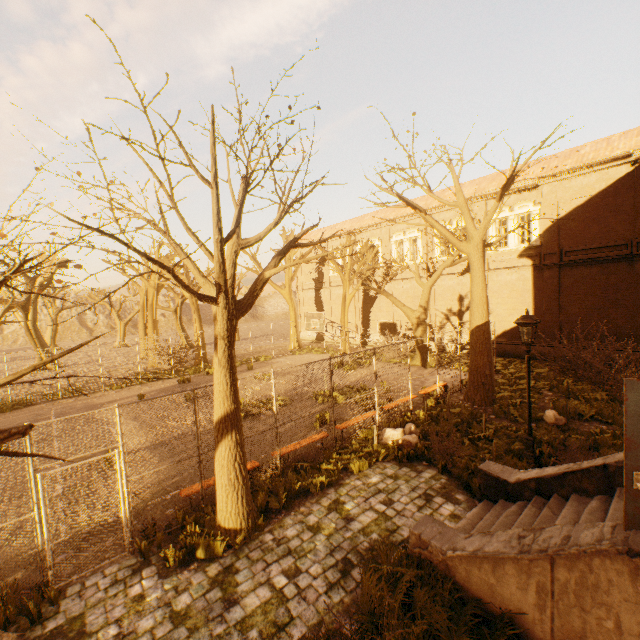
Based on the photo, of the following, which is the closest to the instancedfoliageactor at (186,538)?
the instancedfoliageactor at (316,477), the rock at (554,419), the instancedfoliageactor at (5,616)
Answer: the instancedfoliageactor at (316,477)

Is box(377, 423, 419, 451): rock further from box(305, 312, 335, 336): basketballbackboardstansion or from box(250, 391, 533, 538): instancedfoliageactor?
box(305, 312, 335, 336): basketballbackboardstansion

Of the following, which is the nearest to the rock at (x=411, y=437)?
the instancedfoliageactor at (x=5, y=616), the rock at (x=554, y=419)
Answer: the rock at (x=554, y=419)

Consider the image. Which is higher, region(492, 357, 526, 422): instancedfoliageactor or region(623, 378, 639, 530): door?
region(623, 378, 639, 530): door

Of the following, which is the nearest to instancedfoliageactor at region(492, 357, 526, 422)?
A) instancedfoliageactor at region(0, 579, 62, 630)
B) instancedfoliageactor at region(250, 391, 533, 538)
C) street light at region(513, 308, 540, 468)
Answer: instancedfoliageactor at region(250, 391, 533, 538)

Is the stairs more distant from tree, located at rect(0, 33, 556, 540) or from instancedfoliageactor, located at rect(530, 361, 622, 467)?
instancedfoliageactor, located at rect(530, 361, 622, 467)

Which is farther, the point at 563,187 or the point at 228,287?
the point at 563,187

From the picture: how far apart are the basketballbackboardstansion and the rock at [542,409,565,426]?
11.00m
